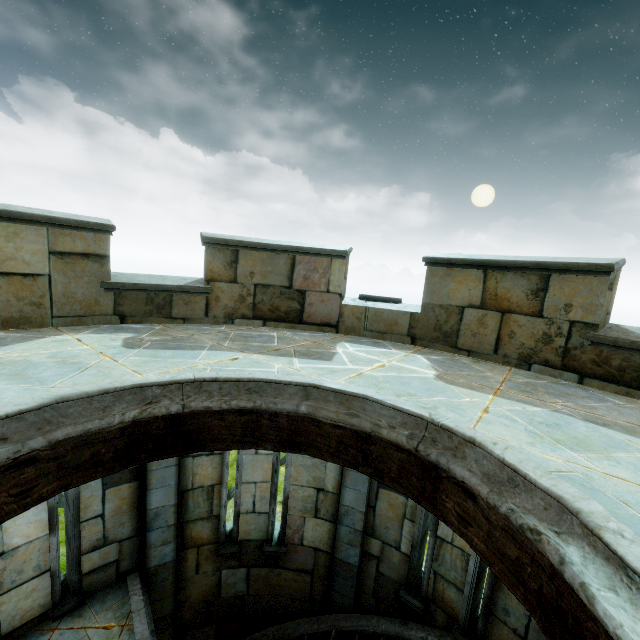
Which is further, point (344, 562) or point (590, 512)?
point (344, 562)
